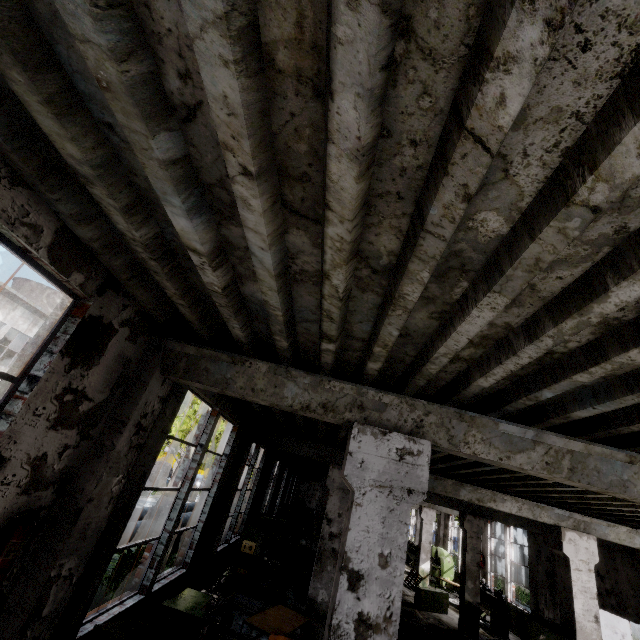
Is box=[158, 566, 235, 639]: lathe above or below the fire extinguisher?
below

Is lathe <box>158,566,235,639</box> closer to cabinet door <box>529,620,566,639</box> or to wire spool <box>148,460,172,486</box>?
cabinet door <box>529,620,566,639</box>

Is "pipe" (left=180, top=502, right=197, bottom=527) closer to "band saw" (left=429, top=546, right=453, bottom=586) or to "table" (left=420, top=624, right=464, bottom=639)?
"table" (left=420, top=624, right=464, bottom=639)

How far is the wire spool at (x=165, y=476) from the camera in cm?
2870

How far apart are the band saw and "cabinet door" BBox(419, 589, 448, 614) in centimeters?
578cm

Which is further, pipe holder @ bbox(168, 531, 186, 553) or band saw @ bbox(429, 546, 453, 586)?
band saw @ bbox(429, 546, 453, 586)

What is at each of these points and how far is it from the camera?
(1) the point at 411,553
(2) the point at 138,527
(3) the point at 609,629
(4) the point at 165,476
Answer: (1) lathe, 24.83m
(2) pipe, 8.84m
(3) door, 10.58m
(4) wire spool, 31.41m

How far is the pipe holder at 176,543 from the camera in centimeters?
1207cm
